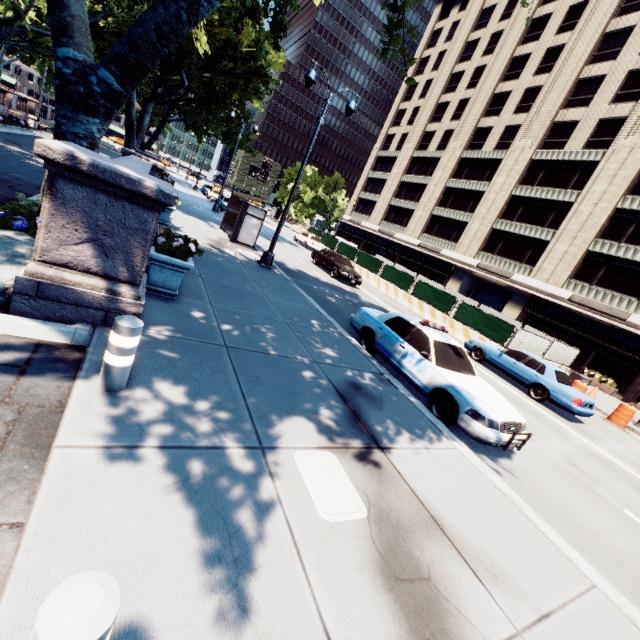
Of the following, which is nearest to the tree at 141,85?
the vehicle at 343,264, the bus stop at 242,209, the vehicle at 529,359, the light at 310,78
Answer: the light at 310,78

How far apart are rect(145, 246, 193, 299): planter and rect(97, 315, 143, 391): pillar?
2.75m

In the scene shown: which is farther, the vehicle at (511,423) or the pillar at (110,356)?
the vehicle at (511,423)

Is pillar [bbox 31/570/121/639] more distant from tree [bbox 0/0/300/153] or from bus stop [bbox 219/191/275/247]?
bus stop [bbox 219/191/275/247]

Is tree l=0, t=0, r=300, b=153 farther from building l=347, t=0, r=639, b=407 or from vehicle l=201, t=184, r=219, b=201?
building l=347, t=0, r=639, b=407

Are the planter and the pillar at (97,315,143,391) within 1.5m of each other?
no

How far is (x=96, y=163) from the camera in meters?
3.8

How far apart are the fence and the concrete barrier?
0.00m
